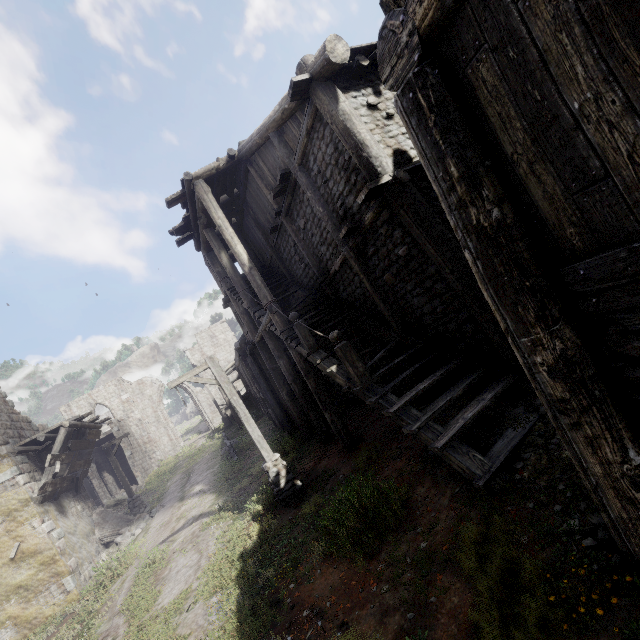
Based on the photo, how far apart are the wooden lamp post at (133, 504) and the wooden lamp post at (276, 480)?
13.21m

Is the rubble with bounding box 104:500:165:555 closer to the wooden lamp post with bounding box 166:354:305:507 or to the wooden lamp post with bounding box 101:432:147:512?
the wooden lamp post with bounding box 101:432:147:512

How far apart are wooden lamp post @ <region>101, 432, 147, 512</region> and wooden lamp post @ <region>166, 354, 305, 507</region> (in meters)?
13.21

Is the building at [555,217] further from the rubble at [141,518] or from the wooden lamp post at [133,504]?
the wooden lamp post at [133,504]

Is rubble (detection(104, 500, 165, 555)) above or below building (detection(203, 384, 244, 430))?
below

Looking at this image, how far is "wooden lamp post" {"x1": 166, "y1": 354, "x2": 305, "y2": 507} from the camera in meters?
9.1

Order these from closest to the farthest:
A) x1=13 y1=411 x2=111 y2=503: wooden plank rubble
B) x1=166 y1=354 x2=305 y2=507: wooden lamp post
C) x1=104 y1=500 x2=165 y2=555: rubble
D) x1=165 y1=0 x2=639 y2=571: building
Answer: x1=165 y1=0 x2=639 y2=571: building, x1=166 y1=354 x2=305 y2=507: wooden lamp post, x1=13 y1=411 x2=111 y2=503: wooden plank rubble, x1=104 y1=500 x2=165 y2=555: rubble

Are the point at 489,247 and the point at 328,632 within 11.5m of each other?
yes
